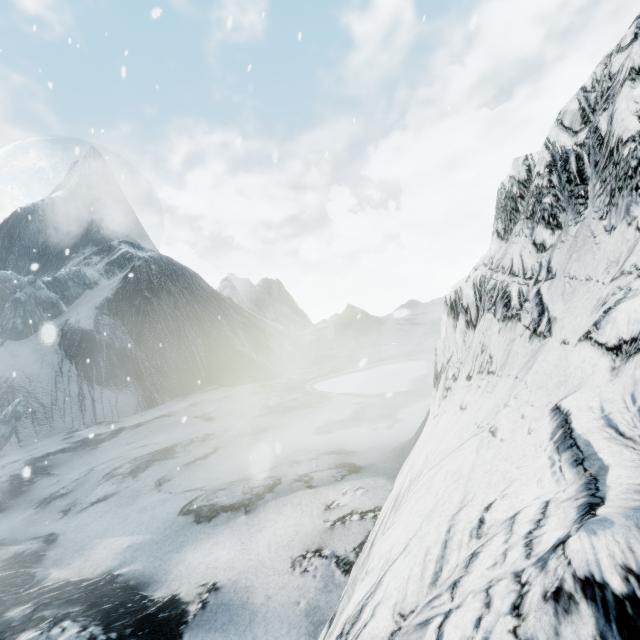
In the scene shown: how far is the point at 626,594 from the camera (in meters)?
0.83
